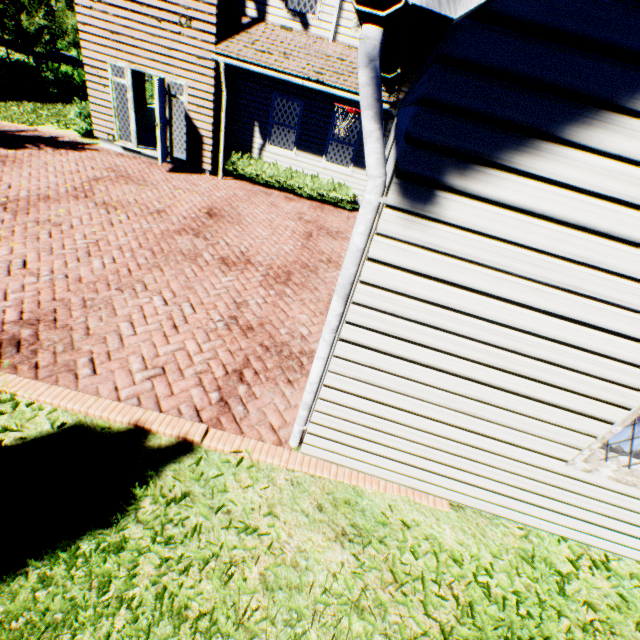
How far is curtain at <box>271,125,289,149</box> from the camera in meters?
11.0 m

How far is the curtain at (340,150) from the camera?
10.94m

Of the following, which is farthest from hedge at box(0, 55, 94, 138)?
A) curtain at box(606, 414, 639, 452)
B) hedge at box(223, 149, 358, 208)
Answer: curtain at box(606, 414, 639, 452)

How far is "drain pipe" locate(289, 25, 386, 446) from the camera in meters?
1.5

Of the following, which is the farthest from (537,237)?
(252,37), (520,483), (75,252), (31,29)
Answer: (31,29)

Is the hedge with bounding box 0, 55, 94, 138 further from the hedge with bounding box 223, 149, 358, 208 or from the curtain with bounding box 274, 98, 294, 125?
the hedge with bounding box 223, 149, 358, 208

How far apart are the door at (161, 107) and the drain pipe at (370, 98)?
9.9 meters

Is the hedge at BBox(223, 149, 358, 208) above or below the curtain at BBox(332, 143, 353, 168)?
below
